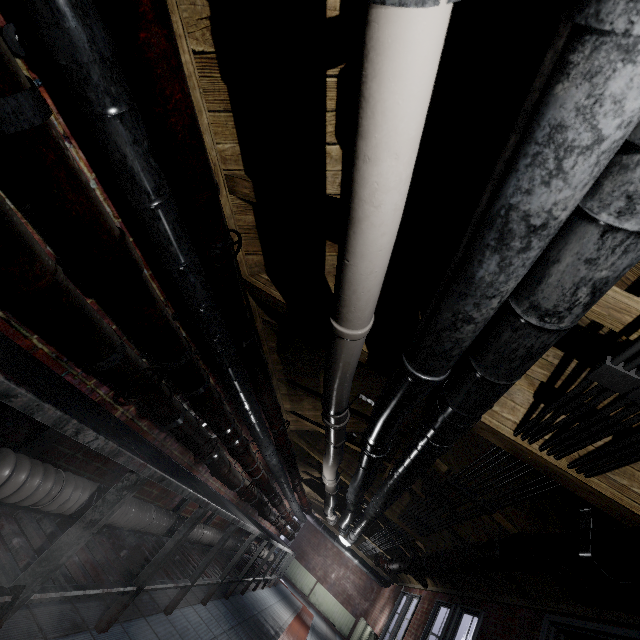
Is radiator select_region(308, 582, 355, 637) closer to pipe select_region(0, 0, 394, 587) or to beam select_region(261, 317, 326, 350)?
pipe select_region(0, 0, 394, 587)

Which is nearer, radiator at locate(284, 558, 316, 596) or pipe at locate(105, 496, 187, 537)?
pipe at locate(105, 496, 187, 537)

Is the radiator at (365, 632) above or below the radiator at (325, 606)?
above

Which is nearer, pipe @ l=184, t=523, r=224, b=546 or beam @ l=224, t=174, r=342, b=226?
beam @ l=224, t=174, r=342, b=226

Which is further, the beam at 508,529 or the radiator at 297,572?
the radiator at 297,572

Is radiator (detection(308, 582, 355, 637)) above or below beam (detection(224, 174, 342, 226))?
below

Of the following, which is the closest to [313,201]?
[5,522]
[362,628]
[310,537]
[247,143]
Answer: [247,143]

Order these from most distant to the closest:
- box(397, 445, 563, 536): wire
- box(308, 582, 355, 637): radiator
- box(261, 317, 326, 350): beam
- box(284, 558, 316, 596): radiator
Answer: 1. box(284, 558, 316, 596): radiator
2. box(308, 582, 355, 637): radiator
3. box(261, 317, 326, 350): beam
4. box(397, 445, 563, 536): wire
